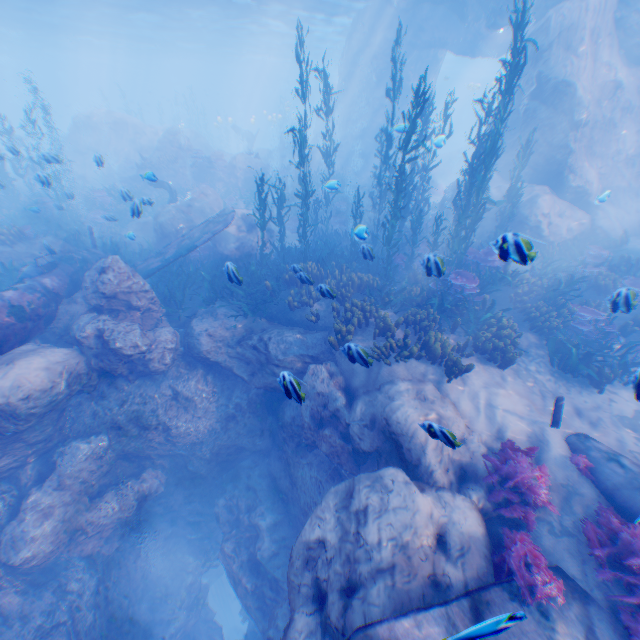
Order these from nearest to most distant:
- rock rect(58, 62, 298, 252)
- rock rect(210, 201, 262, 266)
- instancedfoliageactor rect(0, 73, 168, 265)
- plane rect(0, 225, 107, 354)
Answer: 1. plane rect(0, 225, 107, 354)
2. instancedfoliageactor rect(0, 73, 168, 265)
3. rock rect(210, 201, 262, 266)
4. rock rect(58, 62, 298, 252)

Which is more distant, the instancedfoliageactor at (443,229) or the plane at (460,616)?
the instancedfoliageactor at (443,229)

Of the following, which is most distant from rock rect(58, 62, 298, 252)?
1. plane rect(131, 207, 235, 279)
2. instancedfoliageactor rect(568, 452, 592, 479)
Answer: instancedfoliageactor rect(568, 452, 592, 479)

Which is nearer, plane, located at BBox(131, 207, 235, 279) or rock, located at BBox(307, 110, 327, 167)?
plane, located at BBox(131, 207, 235, 279)

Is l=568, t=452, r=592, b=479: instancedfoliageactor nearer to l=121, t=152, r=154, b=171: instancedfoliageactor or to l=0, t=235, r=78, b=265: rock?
l=121, t=152, r=154, b=171: instancedfoliageactor

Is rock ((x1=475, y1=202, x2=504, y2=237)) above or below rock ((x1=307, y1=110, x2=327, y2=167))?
below

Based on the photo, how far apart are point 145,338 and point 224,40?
45.9 meters

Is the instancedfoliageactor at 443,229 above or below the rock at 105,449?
above
